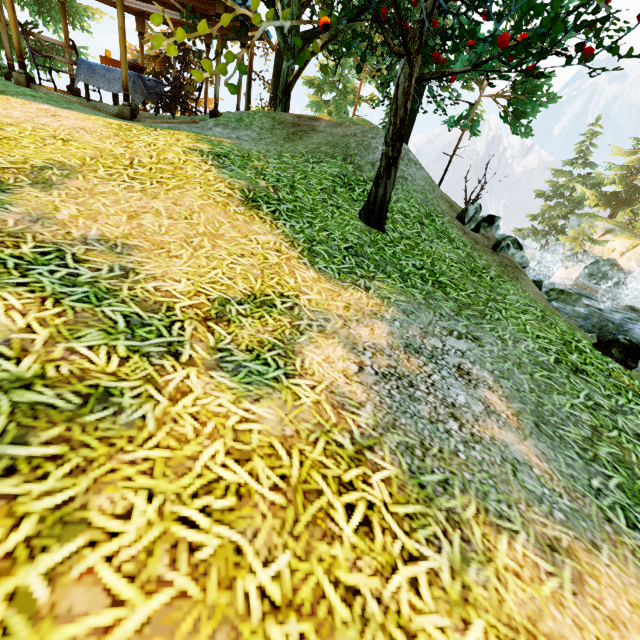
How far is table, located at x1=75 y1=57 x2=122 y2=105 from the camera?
8.2 meters

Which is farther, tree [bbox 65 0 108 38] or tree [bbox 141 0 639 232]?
tree [bbox 65 0 108 38]

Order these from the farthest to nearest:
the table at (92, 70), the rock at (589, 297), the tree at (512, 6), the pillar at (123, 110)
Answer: the table at (92, 70)
the pillar at (123, 110)
the rock at (589, 297)
the tree at (512, 6)

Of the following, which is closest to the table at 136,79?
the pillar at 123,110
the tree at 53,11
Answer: the pillar at 123,110

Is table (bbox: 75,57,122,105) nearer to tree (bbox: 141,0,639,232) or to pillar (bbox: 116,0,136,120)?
pillar (bbox: 116,0,136,120)

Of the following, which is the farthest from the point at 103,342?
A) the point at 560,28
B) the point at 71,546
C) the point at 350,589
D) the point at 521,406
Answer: the point at 560,28
